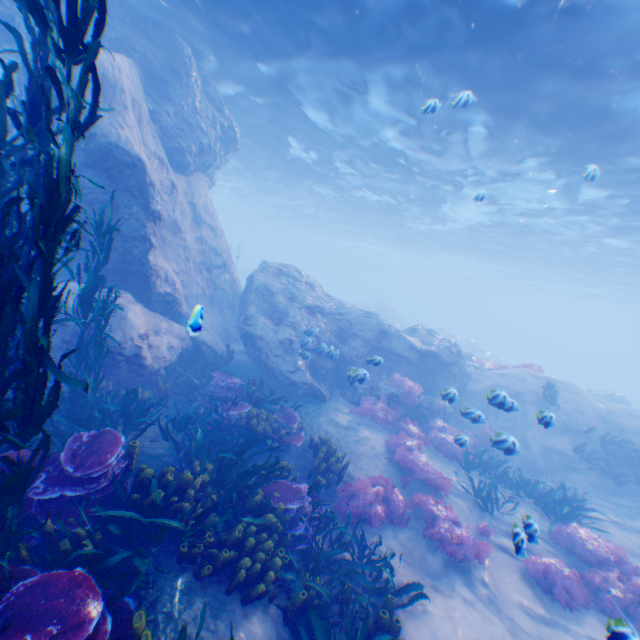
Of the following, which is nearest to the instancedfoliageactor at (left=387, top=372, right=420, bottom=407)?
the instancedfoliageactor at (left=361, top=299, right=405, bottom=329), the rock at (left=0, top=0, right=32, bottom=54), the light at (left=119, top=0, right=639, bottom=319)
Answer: the rock at (left=0, top=0, right=32, bottom=54)

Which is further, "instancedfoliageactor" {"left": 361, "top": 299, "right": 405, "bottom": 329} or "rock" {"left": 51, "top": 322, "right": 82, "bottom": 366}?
"instancedfoliageactor" {"left": 361, "top": 299, "right": 405, "bottom": 329}

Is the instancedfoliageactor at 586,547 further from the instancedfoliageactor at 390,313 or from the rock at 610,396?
the instancedfoliageactor at 390,313

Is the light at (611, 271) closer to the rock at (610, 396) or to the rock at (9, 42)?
the rock at (9, 42)

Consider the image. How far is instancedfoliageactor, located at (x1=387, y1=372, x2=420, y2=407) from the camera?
12.5 meters

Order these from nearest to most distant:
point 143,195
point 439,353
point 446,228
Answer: point 143,195 → point 439,353 → point 446,228

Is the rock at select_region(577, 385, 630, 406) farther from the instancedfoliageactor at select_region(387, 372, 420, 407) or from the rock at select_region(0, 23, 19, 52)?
the instancedfoliageactor at select_region(387, 372, 420, 407)

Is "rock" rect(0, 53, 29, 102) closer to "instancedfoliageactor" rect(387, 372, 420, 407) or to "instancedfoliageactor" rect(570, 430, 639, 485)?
"instancedfoliageactor" rect(387, 372, 420, 407)
